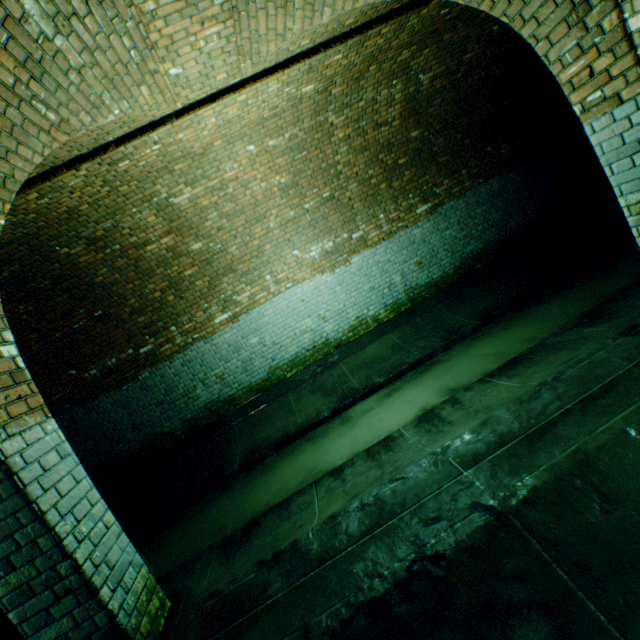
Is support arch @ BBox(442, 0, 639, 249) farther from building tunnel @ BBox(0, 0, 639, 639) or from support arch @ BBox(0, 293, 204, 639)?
support arch @ BBox(0, 293, 204, 639)

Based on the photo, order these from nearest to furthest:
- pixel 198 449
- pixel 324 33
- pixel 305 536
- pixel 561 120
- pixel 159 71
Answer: pixel 305 536 → pixel 159 71 → pixel 324 33 → pixel 198 449 → pixel 561 120

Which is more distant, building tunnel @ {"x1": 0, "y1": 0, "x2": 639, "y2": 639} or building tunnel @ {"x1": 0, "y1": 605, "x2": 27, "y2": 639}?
building tunnel @ {"x1": 0, "y1": 605, "x2": 27, "y2": 639}

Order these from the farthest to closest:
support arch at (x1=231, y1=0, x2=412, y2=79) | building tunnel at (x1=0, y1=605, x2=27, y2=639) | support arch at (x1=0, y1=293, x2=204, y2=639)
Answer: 1. building tunnel at (x1=0, y1=605, x2=27, y2=639)
2. support arch at (x1=231, y1=0, x2=412, y2=79)
3. support arch at (x1=0, y1=293, x2=204, y2=639)

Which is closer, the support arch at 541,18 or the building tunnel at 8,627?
the support arch at 541,18

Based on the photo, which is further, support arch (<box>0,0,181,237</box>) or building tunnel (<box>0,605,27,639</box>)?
building tunnel (<box>0,605,27,639</box>)

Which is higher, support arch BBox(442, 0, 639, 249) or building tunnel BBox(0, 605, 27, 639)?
support arch BBox(442, 0, 639, 249)

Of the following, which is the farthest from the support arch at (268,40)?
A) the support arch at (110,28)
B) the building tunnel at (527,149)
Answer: the support arch at (110,28)
